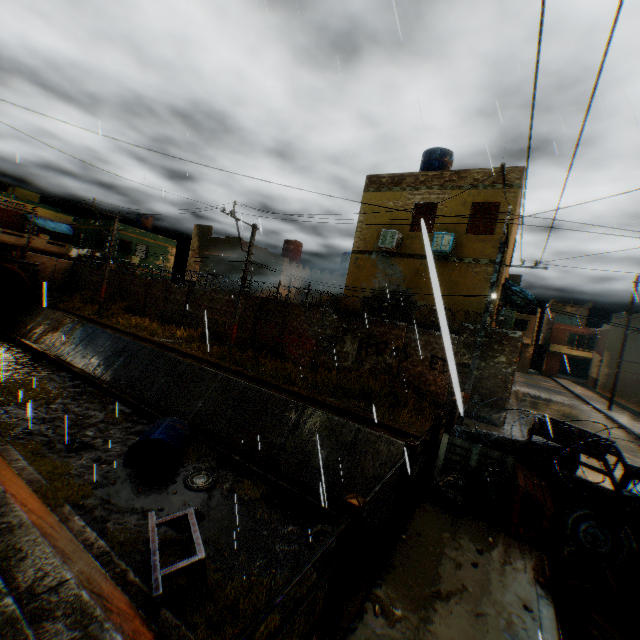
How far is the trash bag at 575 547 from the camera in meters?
4.4 m

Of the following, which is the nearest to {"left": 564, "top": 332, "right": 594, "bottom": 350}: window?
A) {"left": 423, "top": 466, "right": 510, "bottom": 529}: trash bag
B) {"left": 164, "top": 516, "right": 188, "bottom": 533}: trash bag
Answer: {"left": 423, "top": 466, "right": 510, "bottom": 529}: trash bag

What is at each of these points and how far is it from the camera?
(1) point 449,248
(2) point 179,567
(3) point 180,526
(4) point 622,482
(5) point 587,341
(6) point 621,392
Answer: (1) building, 13.5 meters
(2) steel platform, 5.8 meters
(3) trash bag, 7.8 meters
(4) window, 5.3 meters
(5) window, 42.8 meters
(6) building, 26.9 meters

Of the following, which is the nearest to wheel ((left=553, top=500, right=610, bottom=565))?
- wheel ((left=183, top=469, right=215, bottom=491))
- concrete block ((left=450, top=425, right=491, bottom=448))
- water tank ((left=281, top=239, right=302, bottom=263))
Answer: concrete block ((left=450, top=425, right=491, bottom=448))

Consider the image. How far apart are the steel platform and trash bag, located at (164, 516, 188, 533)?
0.4 meters

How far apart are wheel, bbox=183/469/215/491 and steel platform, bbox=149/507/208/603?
1.95m

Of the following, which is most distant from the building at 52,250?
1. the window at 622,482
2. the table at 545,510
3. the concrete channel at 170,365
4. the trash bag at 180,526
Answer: the trash bag at 180,526

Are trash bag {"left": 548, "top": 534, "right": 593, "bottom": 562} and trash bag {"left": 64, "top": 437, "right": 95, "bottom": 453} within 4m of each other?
no
